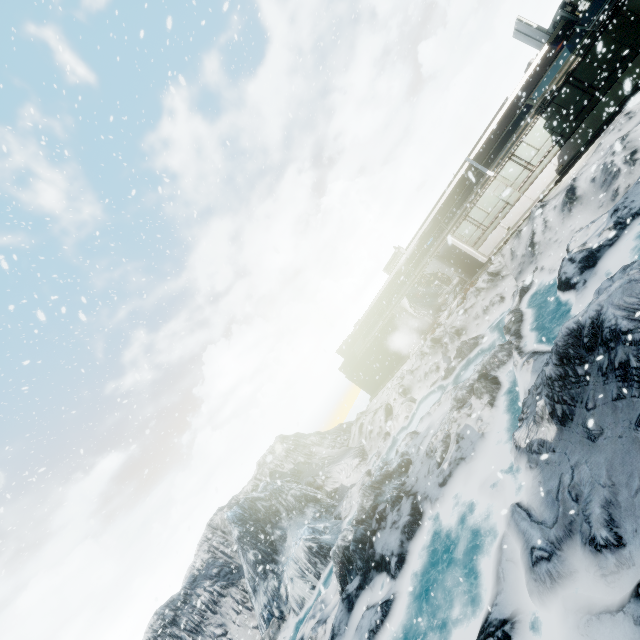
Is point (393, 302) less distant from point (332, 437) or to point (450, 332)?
point (450, 332)
